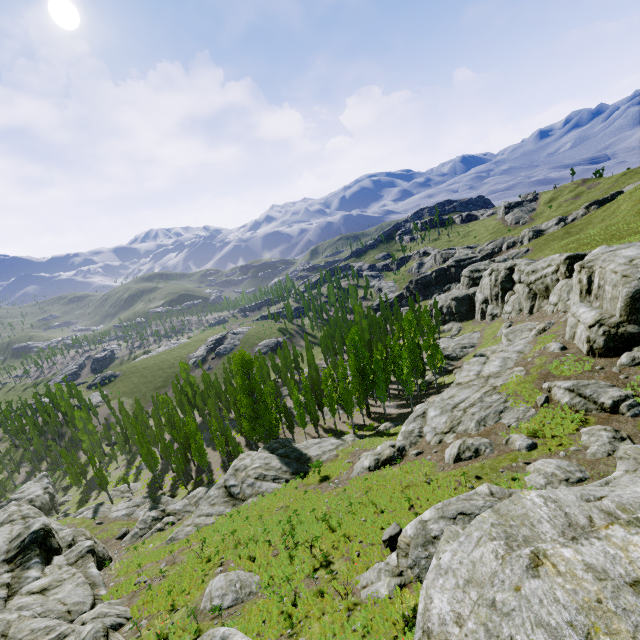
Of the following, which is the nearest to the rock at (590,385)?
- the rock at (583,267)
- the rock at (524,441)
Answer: the rock at (583,267)

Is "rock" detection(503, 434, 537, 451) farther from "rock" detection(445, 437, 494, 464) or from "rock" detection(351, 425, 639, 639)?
"rock" detection(351, 425, 639, 639)

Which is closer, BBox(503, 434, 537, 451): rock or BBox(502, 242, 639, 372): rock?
BBox(503, 434, 537, 451): rock

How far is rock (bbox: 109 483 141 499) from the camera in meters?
51.8 m

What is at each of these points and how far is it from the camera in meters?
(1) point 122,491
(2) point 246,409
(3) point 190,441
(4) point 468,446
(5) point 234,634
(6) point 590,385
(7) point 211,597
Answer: (1) rock, 53.1
(2) instancedfoliageactor, 43.0
(3) instancedfoliageactor, 51.1
(4) rock, 22.7
(5) rock, 11.0
(6) rock, 22.2
(7) rock, 16.5

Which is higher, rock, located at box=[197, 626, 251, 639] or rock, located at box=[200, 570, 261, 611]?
rock, located at box=[197, 626, 251, 639]

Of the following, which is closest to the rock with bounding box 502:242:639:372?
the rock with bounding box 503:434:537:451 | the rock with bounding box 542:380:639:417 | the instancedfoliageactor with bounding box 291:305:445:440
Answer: the instancedfoliageactor with bounding box 291:305:445:440

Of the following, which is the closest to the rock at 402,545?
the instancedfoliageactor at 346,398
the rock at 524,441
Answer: the instancedfoliageactor at 346,398
